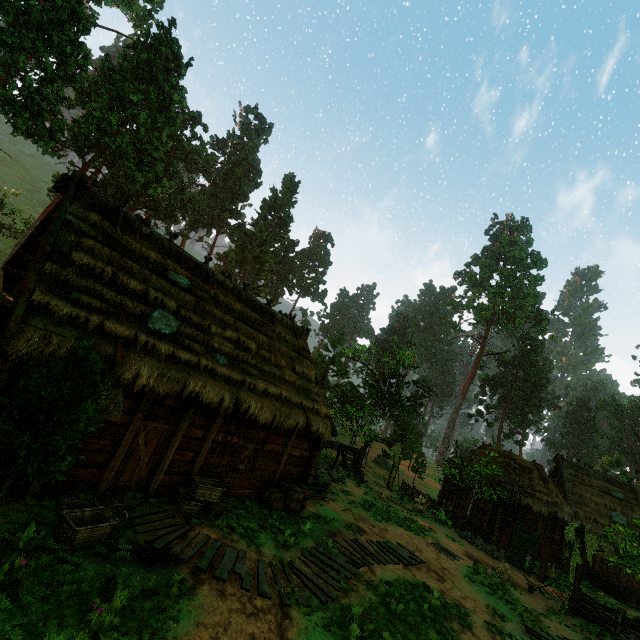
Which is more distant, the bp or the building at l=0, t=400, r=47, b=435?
the bp

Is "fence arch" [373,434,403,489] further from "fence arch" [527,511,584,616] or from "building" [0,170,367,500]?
"fence arch" [527,511,584,616]

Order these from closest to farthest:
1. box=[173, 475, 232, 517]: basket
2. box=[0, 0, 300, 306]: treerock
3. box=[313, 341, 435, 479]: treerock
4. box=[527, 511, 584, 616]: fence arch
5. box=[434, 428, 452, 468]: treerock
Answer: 1. box=[173, 475, 232, 517]: basket
2. box=[527, 511, 584, 616]: fence arch
3. box=[0, 0, 300, 306]: treerock
4. box=[434, 428, 452, 468]: treerock
5. box=[313, 341, 435, 479]: treerock

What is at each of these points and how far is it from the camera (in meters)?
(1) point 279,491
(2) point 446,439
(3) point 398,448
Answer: (1) barrel, 12.56
(2) treerock, 59.31
(3) fence arch, 27.08

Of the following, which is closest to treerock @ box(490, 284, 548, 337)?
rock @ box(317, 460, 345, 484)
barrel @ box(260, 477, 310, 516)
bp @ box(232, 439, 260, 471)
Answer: rock @ box(317, 460, 345, 484)

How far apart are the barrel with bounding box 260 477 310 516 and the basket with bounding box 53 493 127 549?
5.53m

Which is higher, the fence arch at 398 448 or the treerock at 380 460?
the fence arch at 398 448

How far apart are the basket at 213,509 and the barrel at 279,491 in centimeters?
190cm
